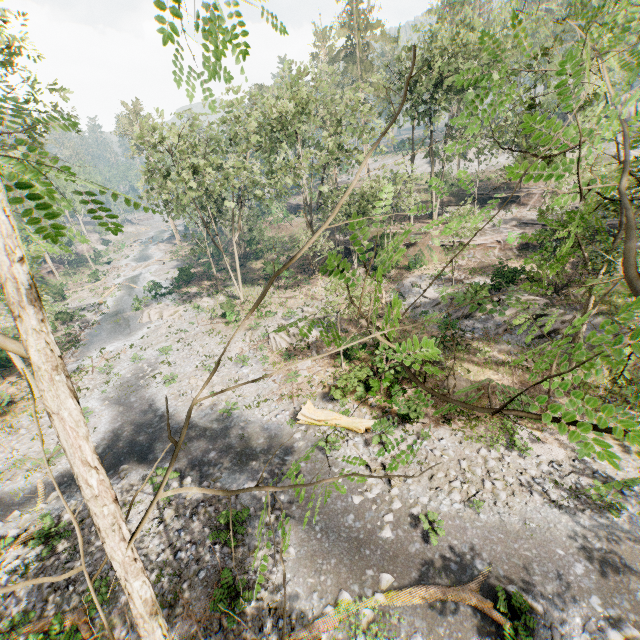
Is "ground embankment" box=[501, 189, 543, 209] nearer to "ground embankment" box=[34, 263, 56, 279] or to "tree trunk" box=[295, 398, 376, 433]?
"tree trunk" box=[295, 398, 376, 433]

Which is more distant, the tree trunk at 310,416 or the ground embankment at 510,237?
the ground embankment at 510,237

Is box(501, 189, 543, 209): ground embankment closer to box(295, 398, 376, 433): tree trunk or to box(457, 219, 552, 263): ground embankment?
box(457, 219, 552, 263): ground embankment

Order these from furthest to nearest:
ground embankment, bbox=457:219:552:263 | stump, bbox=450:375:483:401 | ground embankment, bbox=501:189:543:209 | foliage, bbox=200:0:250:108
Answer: ground embankment, bbox=501:189:543:209, ground embankment, bbox=457:219:552:263, stump, bbox=450:375:483:401, foliage, bbox=200:0:250:108

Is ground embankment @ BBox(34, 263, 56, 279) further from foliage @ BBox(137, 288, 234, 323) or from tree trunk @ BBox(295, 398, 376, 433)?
tree trunk @ BBox(295, 398, 376, 433)

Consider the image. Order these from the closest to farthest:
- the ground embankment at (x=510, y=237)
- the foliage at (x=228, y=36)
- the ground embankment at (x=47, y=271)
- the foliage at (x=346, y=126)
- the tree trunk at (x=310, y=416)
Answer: the foliage at (x=346, y=126)
the foliage at (x=228, y=36)
the tree trunk at (x=310, y=416)
the ground embankment at (x=510, y=237)
the ground embankment at (x=47, y=271)

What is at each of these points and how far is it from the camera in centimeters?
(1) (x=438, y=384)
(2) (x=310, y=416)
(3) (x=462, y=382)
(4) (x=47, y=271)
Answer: (1) stump, 1866cm
(2) tree trunk, 1716cm
(3) stump, 1805cm
(4) ground embankment, 5631cm

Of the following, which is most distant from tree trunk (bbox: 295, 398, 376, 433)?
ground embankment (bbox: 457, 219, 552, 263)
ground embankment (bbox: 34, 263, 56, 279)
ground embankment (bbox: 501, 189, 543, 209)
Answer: ground embankment (bbox: 34, 263, 56, 279)
